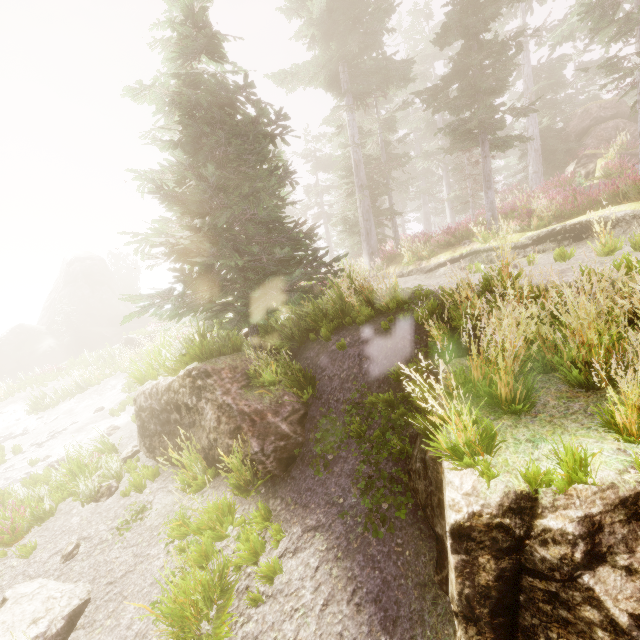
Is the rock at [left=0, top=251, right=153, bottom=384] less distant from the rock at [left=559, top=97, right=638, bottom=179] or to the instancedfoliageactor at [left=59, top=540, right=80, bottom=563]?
the instancedfoliageactor at [left=59, top=540, right=80, bottom=563]

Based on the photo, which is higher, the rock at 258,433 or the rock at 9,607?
the rock at 258,433

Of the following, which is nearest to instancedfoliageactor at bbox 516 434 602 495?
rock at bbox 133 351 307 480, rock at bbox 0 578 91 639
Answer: rock at bbox 133 351 307 480

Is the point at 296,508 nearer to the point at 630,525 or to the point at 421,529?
the point at 421,529

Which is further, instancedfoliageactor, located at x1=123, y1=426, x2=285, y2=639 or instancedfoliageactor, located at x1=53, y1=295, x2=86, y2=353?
instancedfoliageactor, located at x1=53, y1=295, x2=86, y2=353

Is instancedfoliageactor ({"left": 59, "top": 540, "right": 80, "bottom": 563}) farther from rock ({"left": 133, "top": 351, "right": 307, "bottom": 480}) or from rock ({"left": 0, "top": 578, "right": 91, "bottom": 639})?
rock ({"left": 0, "top": 578, "right": 91, "bottom": 639})

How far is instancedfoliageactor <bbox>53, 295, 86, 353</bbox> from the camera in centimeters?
3712cm

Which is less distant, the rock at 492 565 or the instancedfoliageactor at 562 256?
the rock at 492 565
